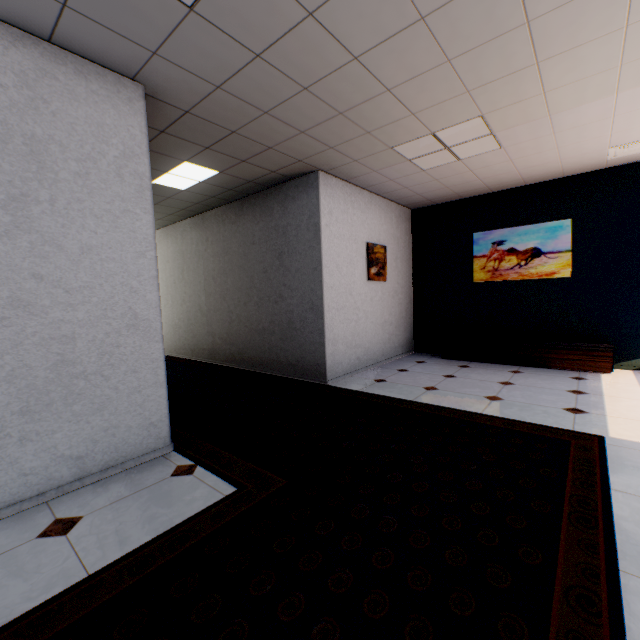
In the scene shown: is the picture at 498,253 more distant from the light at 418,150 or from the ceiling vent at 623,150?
the light at 418,150

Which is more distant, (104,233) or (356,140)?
(356,140)

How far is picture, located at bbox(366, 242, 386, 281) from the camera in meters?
5.4

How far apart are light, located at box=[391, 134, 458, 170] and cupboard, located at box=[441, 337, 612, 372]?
3.0 meters

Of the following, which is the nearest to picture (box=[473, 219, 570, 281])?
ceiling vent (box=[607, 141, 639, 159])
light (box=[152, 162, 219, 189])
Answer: ceiling vent (box=[607, 141, 639, 159])

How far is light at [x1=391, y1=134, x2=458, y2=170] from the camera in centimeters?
369cm

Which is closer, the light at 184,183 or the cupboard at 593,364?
the light at 184,183
